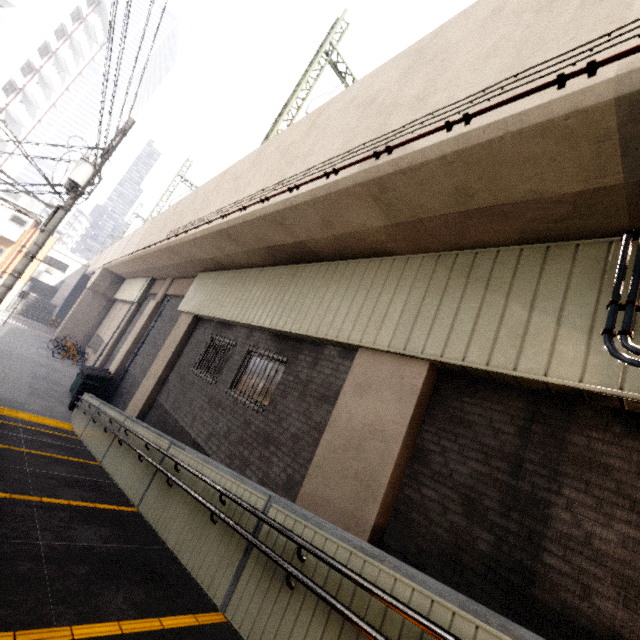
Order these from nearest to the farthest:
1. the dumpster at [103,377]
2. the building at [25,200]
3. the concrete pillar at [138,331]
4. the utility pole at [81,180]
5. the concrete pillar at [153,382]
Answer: the utility pole at [81,180] < the concrete pillar at [153,382] < the dumpster at [103,377] < the concrete pillar at [138,331] < the building at [25,200]

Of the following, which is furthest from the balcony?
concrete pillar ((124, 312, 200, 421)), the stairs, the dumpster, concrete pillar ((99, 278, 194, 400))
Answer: concrete pillar ((124, 312, 200, 421))

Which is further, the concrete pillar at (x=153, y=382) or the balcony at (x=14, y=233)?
the balcony at (x=14, y=233)

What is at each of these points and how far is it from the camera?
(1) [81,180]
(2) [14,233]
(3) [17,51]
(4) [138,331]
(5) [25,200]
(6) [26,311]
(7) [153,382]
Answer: (1) utility pole, 9.0m
(2) balcony, 28.1m
(3) building, 33.6m
(4) concrete pillar, 16.2m
(5) building, 59.3m
(6) stairs, 33.7m
(7) concrete pillar, 11.3m

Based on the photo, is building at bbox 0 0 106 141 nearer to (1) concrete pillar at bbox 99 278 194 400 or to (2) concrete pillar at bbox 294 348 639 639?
(1) concrete pillar at bbox 99 278 194 400

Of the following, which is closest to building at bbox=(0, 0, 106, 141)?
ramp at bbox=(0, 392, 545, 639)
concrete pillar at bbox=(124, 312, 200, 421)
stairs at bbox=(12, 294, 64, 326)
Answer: stairs at bbox=(12, 294, 64, 326)

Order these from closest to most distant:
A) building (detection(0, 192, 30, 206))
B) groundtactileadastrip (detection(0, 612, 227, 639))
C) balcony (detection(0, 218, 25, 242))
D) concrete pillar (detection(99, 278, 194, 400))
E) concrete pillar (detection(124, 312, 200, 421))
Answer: groundtactileadastrip (detection(0, 612, 227, 639)) → concrete pillar (detection(124, 312, 200, 421)) → concrete pillar (detection(99, 278, 194, 400)) → balcony (detection(0, 218, 25, 242)) → building (detection(0, 192, 30, 206))

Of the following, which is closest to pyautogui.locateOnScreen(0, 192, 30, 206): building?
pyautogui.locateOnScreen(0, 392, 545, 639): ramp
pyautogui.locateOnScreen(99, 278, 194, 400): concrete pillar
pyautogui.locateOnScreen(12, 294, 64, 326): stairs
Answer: pyautogui.locateOnScreen(12, 294, 64, 326): stairs
